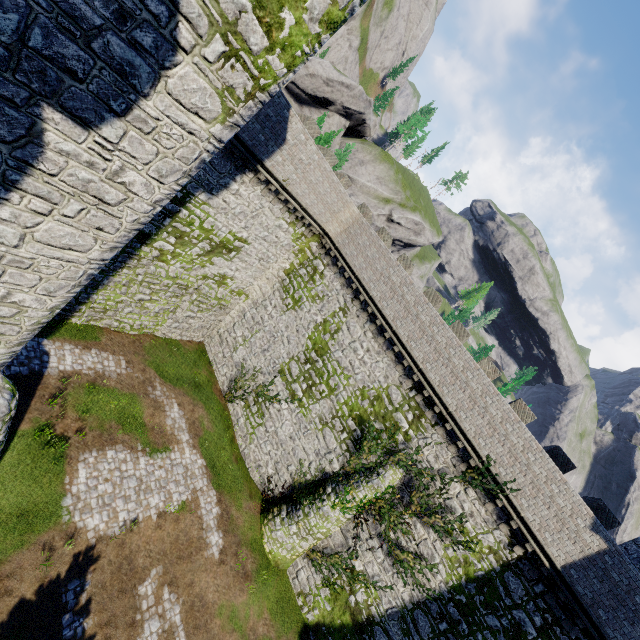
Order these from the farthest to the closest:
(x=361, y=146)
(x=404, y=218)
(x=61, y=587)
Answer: (x=404, y=218) → (x=361, y=146) → (x=61, y=587)

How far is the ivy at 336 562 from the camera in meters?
16.2 m

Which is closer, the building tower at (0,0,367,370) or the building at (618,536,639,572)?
the building tower at (0,0,367,370)

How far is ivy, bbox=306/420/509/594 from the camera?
16.16m

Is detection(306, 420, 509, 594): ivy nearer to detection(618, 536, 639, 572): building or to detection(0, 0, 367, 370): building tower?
detection(618, 536, 639, 572): building

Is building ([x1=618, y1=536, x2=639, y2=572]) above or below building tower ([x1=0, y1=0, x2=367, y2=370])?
above

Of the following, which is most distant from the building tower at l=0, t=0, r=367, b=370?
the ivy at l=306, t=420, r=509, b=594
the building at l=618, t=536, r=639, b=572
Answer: the building at l=618, t=536, r=639, b=572

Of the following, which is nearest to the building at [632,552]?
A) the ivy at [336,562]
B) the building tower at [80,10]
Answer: the ivy at [336,562]
